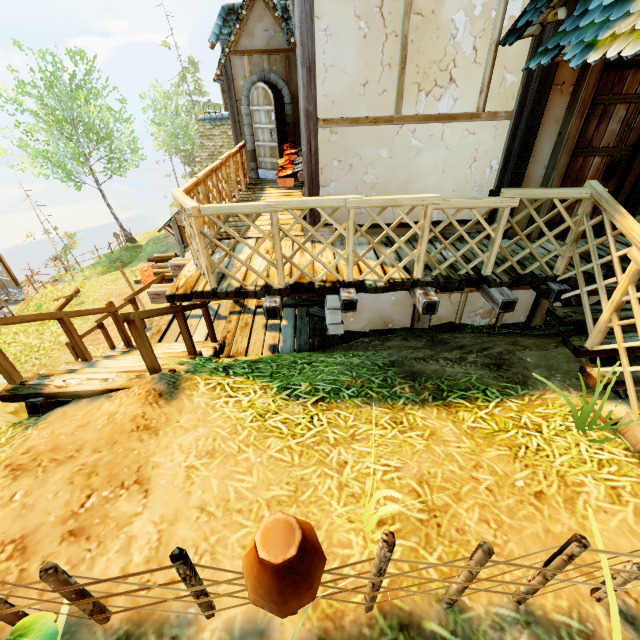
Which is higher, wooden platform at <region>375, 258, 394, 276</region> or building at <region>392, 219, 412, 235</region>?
building at <region>392, 219, 412, 235</region>

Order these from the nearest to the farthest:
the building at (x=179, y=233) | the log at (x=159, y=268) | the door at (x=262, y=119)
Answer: the door at (x=262, y=119)
the building at (x=179, y=233)
the log at (x=159, y=268)

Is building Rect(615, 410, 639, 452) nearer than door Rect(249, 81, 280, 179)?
Yes

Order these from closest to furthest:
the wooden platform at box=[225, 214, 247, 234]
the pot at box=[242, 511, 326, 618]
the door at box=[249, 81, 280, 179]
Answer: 1. the pot at box=[242, 511, 326, 618]
2. the wooden platform at box=[225, 214, 247, 234]
3. the door at box=[249, 81, 280, 179]

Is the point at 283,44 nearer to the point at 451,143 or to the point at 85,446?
the point at 451,143

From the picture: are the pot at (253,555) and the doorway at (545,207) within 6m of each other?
yes

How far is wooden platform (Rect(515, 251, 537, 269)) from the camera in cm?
419
